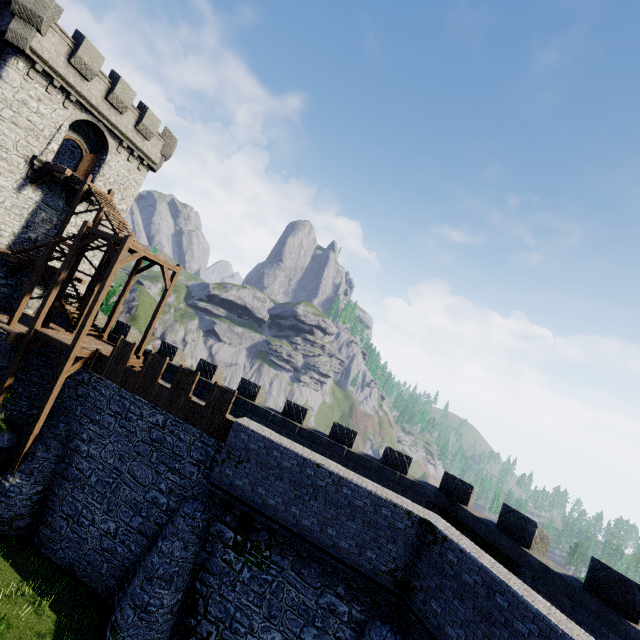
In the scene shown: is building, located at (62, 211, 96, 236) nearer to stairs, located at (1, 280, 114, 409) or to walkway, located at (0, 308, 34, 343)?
walkway, located at (0, 308, 34, 343)

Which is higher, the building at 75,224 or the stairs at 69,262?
the building at 75,224

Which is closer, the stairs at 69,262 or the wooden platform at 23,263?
the stairs at 69,262

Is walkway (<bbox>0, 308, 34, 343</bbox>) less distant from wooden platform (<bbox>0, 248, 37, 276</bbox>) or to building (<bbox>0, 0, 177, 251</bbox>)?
building (<bbox>0, 0, 177, 251</bbox>)

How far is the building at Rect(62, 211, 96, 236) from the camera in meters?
22.5 m

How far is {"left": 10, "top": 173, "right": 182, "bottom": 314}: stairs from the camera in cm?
1596

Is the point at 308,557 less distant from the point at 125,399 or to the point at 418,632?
the point at 418,632
